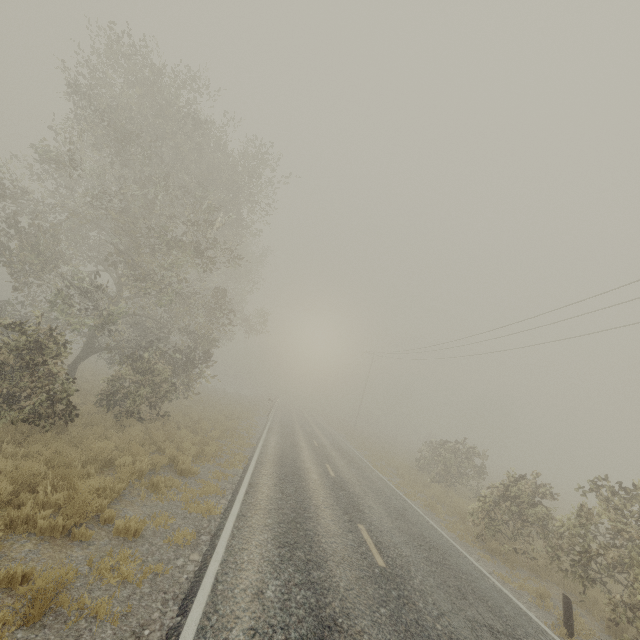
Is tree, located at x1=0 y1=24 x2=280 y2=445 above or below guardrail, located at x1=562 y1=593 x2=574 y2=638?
above

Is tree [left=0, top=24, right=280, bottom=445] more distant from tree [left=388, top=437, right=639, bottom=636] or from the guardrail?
the guardrail

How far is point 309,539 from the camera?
7.66m

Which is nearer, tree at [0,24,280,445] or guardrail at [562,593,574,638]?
guardrail at [562,593,574,638]

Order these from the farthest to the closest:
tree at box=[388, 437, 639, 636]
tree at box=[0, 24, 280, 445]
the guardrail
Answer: tree at box=[0, 24, 280, 445] < tree at box=[388, 437, 639, 636] < the guardrail

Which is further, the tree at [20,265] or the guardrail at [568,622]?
the tree at [20,265]

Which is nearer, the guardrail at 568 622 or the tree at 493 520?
the guardrail at 568 622
